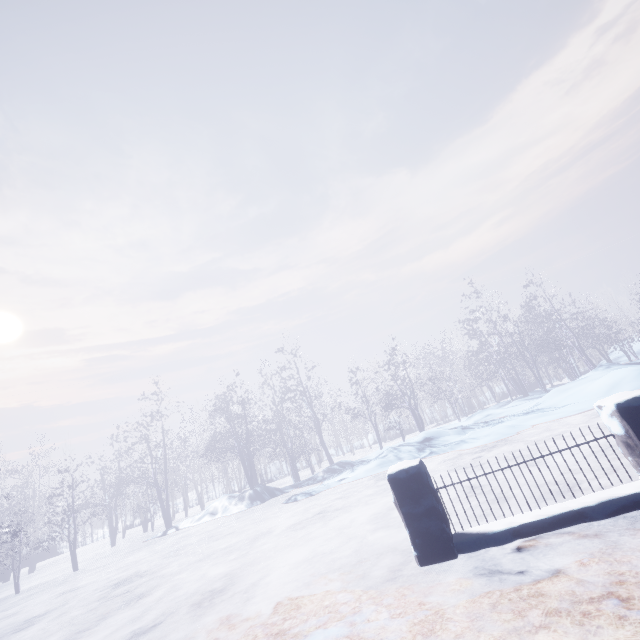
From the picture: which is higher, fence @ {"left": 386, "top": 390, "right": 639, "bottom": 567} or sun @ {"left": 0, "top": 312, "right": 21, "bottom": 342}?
sun @ {"left": 0, "top": 312, "right": 21, "bottom": 342}

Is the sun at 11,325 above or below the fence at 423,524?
above

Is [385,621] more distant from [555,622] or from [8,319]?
[8,319]

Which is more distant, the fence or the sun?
the sun

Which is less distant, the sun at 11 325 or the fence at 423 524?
the fence at 423 524
